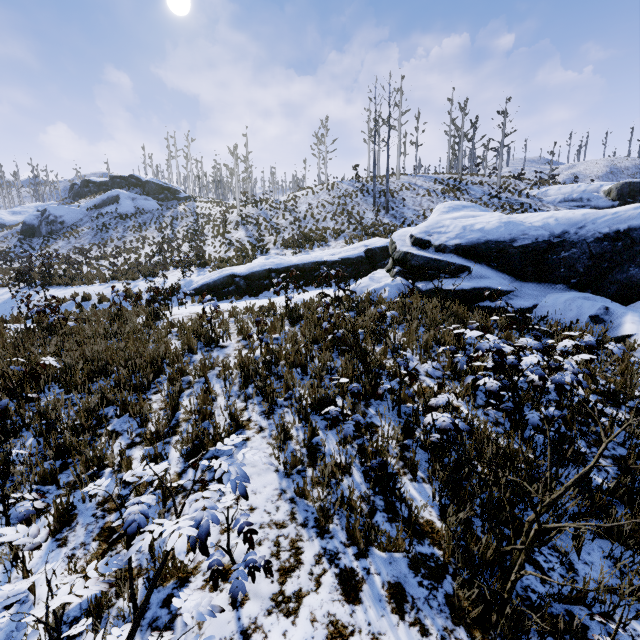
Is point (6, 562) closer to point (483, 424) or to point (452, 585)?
point (452, 585)

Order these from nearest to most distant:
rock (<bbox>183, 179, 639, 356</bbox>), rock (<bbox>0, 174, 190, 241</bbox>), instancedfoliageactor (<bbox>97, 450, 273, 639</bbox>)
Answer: instancedfoliageactor (<bbox>97, 450, 273, 639</bbox>), rock (<bbox>183, 179, 639, 356</bbox>), rock (<bbox>0, 174, 190, 241</bbox>)

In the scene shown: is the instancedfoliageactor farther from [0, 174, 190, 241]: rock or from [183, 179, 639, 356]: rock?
[0, 174, 190, 241]: rock

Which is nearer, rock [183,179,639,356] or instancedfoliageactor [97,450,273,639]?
instancedfoliageactor [97,450,273,639]

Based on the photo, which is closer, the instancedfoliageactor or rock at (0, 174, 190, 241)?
the instancedfoliageactor

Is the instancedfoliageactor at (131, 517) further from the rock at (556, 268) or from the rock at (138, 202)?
the rock at (138, 202)

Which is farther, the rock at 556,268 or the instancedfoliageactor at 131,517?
the rock at 556,268
